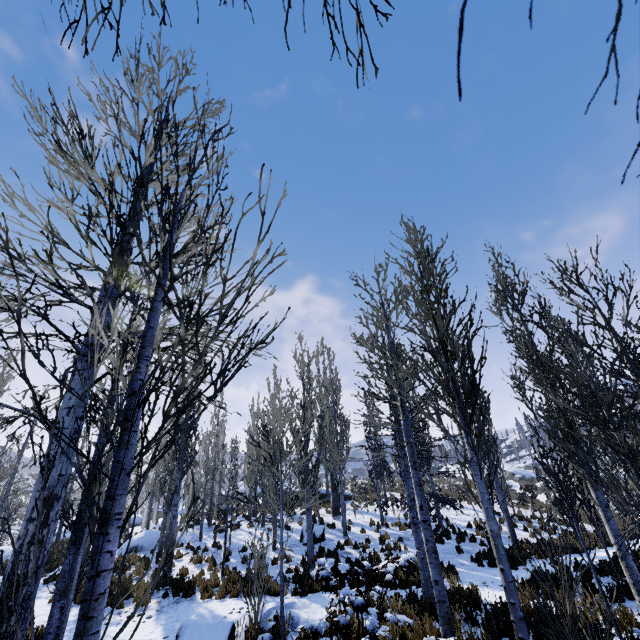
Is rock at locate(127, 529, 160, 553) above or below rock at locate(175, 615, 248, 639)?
above

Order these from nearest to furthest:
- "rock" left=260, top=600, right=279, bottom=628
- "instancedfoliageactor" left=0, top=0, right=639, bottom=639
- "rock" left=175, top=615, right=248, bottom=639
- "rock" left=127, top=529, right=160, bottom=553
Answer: "instancedfoliageactor" left=0, top=0, right=639, bottom=639 → "rock" left=175, top=615, right=248, bottom=639 → "rock" left=260, top=600, right=279, bottom=628 → "rock" left=127, top=529, right=160, bottom=553

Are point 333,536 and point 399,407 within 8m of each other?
no

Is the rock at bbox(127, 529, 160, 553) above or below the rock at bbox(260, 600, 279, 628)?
above

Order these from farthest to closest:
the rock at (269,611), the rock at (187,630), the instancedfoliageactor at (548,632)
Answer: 1. the rock at (269,611)
2. the rock at (187,630)
3. the instancedfoliageactor at (548,632)

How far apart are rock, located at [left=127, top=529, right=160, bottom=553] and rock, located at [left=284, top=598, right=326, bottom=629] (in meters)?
13.62

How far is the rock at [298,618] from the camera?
7.5m

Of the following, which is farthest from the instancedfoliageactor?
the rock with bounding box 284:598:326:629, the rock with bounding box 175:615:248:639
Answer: the rock with bounding box 175:615:248:639
